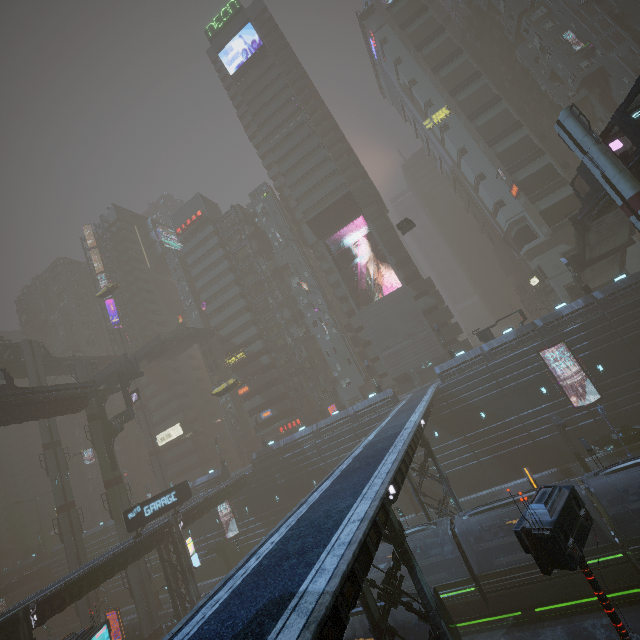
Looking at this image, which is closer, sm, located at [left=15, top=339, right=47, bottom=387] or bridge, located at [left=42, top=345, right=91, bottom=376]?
sm, located at [left=15, top=339, right=47, bottom=387]

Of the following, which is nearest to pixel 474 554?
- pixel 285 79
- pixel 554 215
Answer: pixel 554 215

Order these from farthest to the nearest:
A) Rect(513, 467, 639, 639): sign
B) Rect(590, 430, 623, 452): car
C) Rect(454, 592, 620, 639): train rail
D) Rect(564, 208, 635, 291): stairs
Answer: Rect(564, 208, 635, 291): stairs, Rect(590, 430, 623, 452): car, Rect(454, 592, 620, 639): train rail, Rect(513, 467, 639, 639): sign

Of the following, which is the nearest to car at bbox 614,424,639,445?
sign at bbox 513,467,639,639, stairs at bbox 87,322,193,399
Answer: sign at bbox 513,467,639,639

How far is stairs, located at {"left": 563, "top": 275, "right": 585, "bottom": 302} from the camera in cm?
4113

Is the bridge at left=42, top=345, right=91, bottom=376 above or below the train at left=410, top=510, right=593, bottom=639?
above

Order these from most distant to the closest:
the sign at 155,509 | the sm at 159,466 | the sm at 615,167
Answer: the sm at 159,466 → the sign at 155,509 → the sm at 615,167

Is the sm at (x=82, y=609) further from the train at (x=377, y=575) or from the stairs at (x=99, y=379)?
the train at (x=377, y=575)
